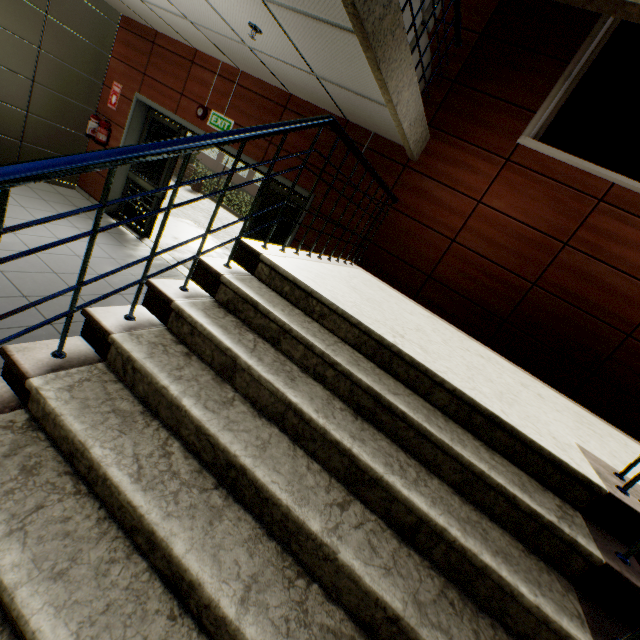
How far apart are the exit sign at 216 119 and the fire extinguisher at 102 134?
2.32m

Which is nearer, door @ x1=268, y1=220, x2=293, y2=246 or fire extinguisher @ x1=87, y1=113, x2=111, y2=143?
door @ x1=268, y1=220, x2=293, y2=246

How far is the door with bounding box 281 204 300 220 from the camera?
5.0 meters

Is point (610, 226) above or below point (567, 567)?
above

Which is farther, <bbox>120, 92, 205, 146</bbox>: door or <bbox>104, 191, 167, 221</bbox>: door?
<bbox>104, 191, 167, 221</bbox>: door

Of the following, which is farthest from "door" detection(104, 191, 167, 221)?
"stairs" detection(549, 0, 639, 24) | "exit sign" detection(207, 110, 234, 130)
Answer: "stairs" detection(549, 0, 639, 24)

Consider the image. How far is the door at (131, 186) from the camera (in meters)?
5.94
